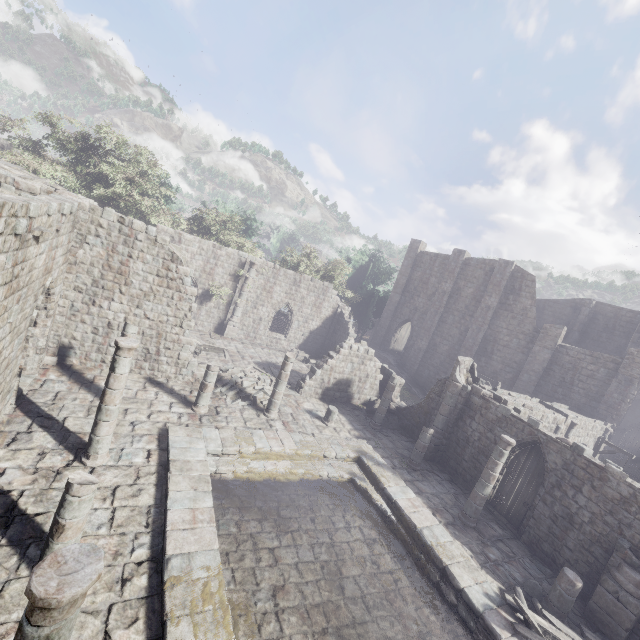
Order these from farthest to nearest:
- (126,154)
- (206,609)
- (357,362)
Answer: (126,154), (357,362), (206,609)

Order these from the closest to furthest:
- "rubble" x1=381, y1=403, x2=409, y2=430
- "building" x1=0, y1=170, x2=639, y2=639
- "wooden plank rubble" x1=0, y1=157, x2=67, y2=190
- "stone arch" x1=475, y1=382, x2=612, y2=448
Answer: "building" x1=0, y1=170, x2=639, y2=639 → "wooden plank rubble" x1=0, y1=157, x2=67, y2=190 → "stone arch" x1=475, y1=382, x2=612, y2=448 → "rubble" x1=381, y1=403, x2=409, y2=430

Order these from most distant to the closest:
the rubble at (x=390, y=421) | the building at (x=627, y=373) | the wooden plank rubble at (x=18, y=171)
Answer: the rubble at (x=390, y=421), the wooden plank rubble at (x=18, y=171), the building at (x=627, y=373)

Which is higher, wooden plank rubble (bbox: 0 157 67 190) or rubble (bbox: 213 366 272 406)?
wooden plank rubble (bbox: 0 157 67 190)

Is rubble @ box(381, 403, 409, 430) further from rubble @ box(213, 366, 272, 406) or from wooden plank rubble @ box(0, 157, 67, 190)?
wooden plank rubble @ box(0, 157, 67, 190)

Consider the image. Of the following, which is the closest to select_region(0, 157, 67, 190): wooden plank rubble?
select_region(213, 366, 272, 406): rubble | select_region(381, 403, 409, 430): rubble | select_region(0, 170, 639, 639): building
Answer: select_region(0, 170, 639, 639): building

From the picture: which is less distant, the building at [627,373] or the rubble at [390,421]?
the building at [627,373]

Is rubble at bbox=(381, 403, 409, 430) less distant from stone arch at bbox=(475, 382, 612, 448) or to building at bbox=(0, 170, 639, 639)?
building at bbox=(0, 170, 639, 639)
